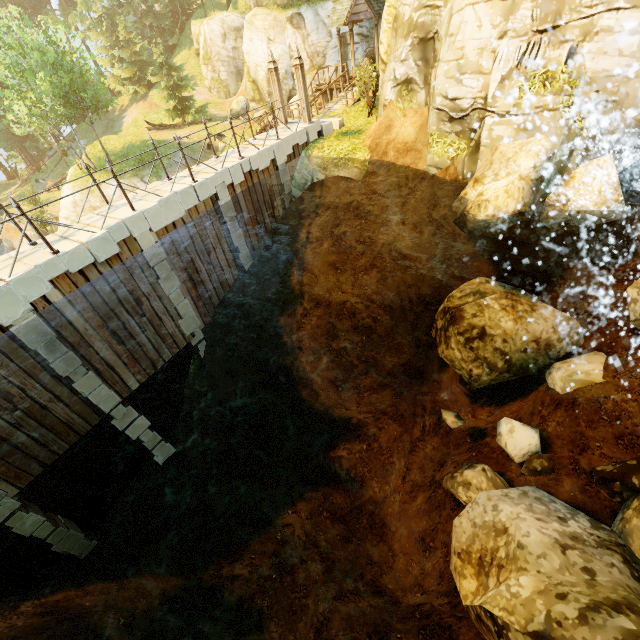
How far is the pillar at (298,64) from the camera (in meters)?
12.66

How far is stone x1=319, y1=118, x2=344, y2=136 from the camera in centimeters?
1482cm

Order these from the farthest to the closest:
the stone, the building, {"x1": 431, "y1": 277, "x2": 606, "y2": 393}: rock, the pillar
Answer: the building, the stone, the pillar, {"x1": 431, "y1": 277, "x2": 606, "y2": 393}: rock

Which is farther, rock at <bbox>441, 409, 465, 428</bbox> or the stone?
the stone

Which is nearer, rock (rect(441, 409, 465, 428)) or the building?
rock (rect(441, 409, 465, 428))

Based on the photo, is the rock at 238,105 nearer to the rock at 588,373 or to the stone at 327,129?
the stone at 327,129

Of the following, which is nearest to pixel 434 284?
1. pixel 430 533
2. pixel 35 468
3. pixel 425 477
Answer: pixel 425 477

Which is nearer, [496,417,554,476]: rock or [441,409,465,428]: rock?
[496,417,554,476]: rock
